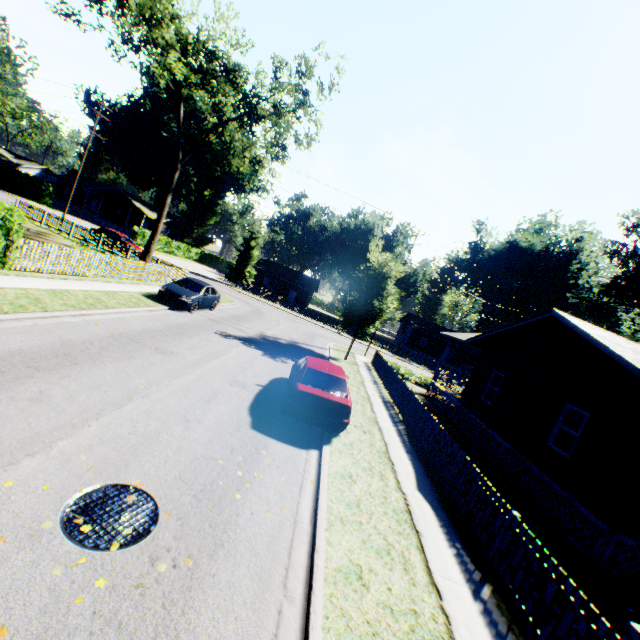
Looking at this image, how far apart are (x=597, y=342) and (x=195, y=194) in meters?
63.3

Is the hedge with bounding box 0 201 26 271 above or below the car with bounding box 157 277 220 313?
above

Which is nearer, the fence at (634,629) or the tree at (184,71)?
the fence at (634,629)

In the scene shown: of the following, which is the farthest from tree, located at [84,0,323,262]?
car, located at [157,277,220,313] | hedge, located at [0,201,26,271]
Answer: hedge, located at [0,201,26,271]

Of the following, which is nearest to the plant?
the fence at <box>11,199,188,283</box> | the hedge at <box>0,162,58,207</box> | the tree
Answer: the fence at <box>11,199,188,283</box>

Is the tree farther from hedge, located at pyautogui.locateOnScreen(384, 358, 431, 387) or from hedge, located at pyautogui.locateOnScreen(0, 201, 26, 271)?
hedge, located at pyautogui.locateOnScreen(384, 358, 431, 387)

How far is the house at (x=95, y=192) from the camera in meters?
51.8 m

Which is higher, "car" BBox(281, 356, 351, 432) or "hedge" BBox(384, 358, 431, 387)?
"car" BBox(281, 356, 351, 432)
